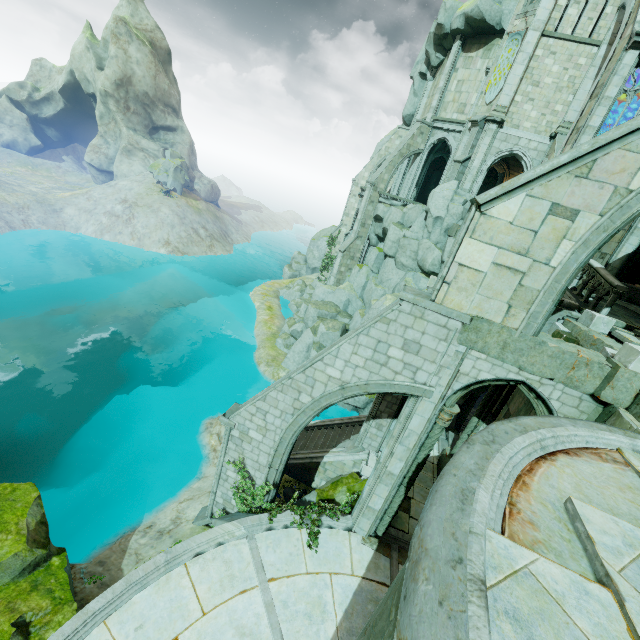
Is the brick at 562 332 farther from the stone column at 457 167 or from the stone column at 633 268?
the stone column at 633 268

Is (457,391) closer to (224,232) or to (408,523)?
(408,523)

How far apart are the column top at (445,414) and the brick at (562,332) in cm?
276

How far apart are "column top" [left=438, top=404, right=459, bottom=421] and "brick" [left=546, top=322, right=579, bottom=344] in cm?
276

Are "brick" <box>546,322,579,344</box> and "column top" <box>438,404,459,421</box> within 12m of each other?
yes

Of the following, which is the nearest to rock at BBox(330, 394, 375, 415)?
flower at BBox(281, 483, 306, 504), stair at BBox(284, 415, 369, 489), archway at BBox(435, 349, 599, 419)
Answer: stair at BBox(284, 415, 369, 489)

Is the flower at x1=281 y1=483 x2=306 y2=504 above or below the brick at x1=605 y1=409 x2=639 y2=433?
below

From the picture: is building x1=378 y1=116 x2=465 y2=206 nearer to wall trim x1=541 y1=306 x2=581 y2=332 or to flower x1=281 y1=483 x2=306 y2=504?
wall trim x1=541 y1=306 x2=581 y2=332
